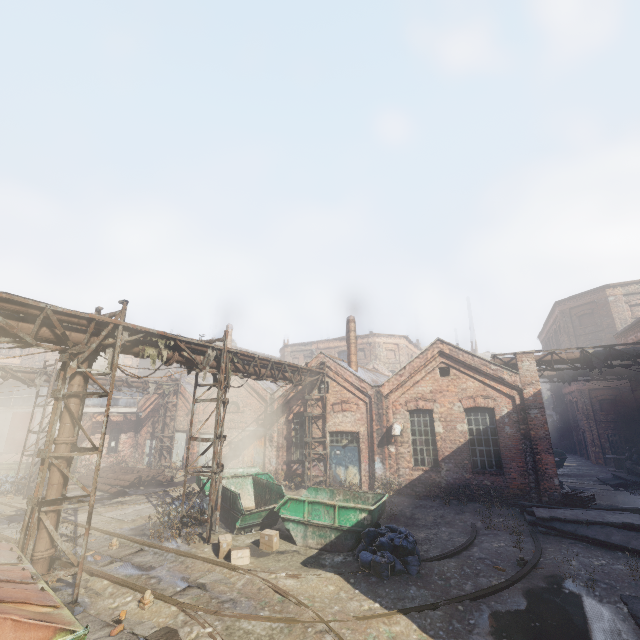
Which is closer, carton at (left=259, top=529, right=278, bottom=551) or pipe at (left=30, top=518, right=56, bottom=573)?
pipe at (left=30, top=518, right=56, bottom=573)

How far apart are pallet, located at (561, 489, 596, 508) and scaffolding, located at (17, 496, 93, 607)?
16.47m

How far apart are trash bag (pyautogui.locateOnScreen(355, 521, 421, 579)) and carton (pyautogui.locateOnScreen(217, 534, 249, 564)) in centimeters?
300cm

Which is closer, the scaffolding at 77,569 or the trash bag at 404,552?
the scaffolding at 77,569

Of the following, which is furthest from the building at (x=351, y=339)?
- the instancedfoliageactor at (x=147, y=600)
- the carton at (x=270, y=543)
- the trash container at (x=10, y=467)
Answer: the trash container at (x=10, y=467)

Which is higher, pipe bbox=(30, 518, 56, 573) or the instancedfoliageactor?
pipe bbox=(30, 518, 56, 573)

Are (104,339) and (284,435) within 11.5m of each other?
no

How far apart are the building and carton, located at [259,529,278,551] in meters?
11.5
